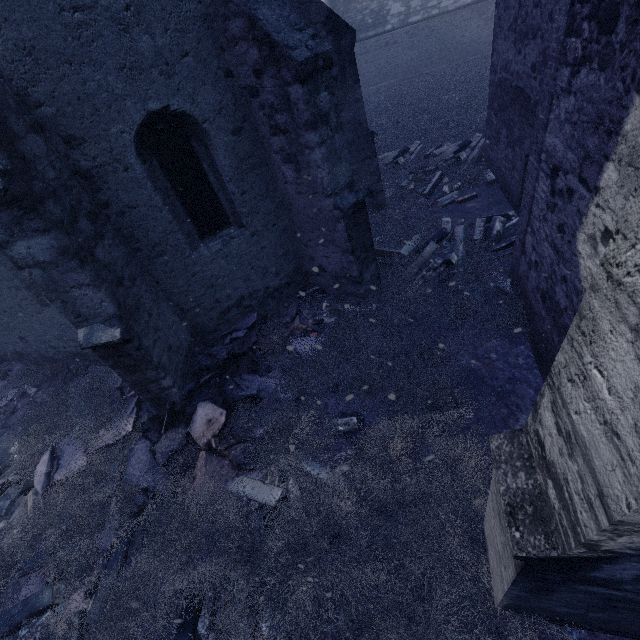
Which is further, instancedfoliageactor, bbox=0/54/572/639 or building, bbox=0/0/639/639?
instancedfoliageactor, bbox=0/54/572/639

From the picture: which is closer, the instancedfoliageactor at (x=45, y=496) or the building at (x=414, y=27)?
the building at (x=414, y=27)

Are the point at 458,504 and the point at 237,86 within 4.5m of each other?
no

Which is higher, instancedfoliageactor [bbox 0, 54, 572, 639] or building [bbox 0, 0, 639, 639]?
building [bbox 0, 0, 639, 639]

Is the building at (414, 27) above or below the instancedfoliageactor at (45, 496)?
above
